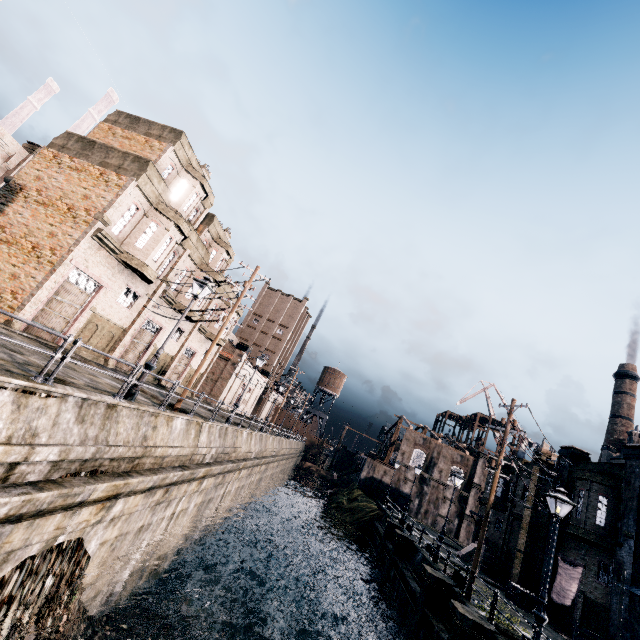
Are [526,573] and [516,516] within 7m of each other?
yes

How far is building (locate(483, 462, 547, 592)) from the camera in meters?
24.7

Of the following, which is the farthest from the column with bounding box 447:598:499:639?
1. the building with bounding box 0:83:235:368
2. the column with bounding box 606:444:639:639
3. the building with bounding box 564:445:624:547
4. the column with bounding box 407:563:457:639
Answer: the building with bounding box 0:83:235:368

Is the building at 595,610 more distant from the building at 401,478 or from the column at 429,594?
the column at 429,594

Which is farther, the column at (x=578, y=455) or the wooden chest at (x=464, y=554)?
the wooden chest at (x=464, y=554)

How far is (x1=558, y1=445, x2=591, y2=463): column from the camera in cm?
2441

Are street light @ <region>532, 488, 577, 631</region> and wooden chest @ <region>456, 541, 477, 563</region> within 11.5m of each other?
no

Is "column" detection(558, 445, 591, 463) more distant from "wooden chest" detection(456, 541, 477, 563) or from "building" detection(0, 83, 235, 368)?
"building" detection(0, 83, 235, 368)
